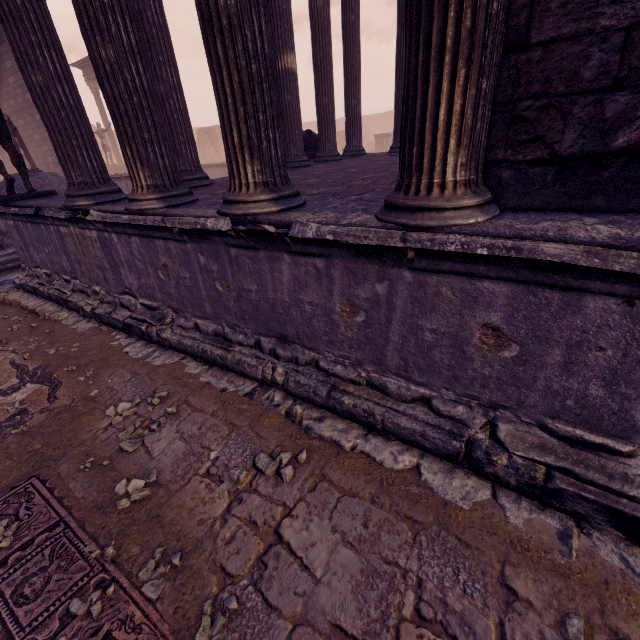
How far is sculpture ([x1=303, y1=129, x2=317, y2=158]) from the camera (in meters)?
9.52

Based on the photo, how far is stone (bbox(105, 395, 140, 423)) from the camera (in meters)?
2.82

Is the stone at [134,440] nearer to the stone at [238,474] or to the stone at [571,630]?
the stone at [238,474]

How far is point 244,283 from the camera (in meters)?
2.82

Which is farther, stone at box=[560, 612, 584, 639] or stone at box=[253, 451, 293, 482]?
stone at box=[253, 451, 293, 482]

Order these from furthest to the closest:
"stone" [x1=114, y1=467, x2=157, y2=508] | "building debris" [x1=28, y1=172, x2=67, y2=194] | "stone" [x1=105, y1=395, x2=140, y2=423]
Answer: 1. "building debris" [x1=28, y1=172, x2=67, y2=194]
2. "stone" [x1=105, y1=395, x2=140, y2=423]
3. "stone" [x1=114, y1=467, x2=157, y2=508]

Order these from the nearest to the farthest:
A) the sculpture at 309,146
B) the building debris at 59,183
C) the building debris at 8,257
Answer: the building debris at 8,257
the sculpture at 309,146
the building debris at 59,183

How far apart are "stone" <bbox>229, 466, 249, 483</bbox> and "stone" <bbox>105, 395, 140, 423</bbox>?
1.1 meters
